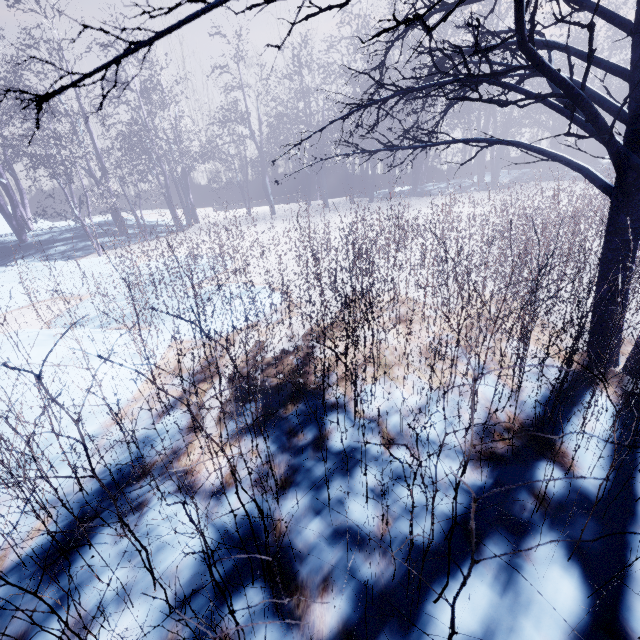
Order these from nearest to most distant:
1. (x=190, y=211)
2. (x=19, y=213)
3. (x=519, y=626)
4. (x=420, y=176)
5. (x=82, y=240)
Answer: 1. (x=519, y=626)
2. (x=190, y=211)
3. (x=19, y=213)
4. (x=82, y=240)
5. (x=420, y=176)

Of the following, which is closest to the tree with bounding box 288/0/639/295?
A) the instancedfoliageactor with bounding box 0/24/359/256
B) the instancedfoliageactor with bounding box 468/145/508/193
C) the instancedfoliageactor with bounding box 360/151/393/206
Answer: the instancedfoliageactor with bounding box 0/24/359/256

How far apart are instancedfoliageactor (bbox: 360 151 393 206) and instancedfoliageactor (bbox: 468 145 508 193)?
5.0m

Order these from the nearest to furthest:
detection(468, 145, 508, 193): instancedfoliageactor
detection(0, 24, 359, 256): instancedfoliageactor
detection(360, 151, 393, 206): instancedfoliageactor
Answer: detection(0, 24, 359, 256): instancedfoliageactor
detection(360, 151, 393, 206): instancedfoliageactor
detection(468, 145, 508, 193): instancedfoliageactor

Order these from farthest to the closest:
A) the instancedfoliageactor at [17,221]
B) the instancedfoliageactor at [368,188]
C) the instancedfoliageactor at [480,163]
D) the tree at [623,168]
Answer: the instancedfoliageactor at [480,163] < the instancedfoliageactor at [368,188] < the instancedfoliageactor at [17,221] < the tree at [623,168]

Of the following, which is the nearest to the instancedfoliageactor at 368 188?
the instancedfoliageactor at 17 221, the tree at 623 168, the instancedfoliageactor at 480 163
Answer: the instancedfoliageactor at 17 221

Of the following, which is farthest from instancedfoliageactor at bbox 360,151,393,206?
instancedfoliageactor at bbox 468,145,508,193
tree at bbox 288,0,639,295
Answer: tree at bbox 288,0,639,295
